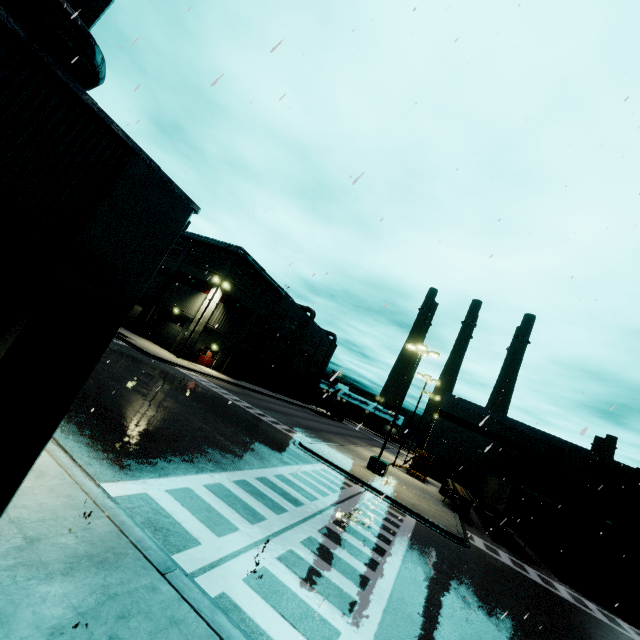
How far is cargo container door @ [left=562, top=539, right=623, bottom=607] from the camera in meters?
18.4 m

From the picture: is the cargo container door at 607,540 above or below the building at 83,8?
below

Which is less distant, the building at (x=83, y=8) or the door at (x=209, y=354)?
the building at (x=83, y=8)

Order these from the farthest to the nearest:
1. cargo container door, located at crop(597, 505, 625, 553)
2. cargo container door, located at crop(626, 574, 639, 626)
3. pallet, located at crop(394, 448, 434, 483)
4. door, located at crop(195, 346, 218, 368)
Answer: door, located at crop(195, 346, 218, 368)
pallet, located at crop(394, 448, 434, 483)
cargo container door, located at crop(597, 505, 625, 553)
cargo container door, located at crop(626, 574, 639, 626)

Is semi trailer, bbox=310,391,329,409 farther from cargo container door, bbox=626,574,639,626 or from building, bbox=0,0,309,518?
cargo container door, bbox=626,574,639,626

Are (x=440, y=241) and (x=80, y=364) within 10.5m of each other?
yes

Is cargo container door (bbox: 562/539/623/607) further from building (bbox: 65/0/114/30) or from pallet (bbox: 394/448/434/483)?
pallet (bbox: 394/448/434/483)

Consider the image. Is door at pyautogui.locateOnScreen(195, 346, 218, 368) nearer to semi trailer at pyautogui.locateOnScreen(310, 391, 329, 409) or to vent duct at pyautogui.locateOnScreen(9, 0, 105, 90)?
vent duct at pyautogui.locateOnScreen(9, 0, 105, 90)
